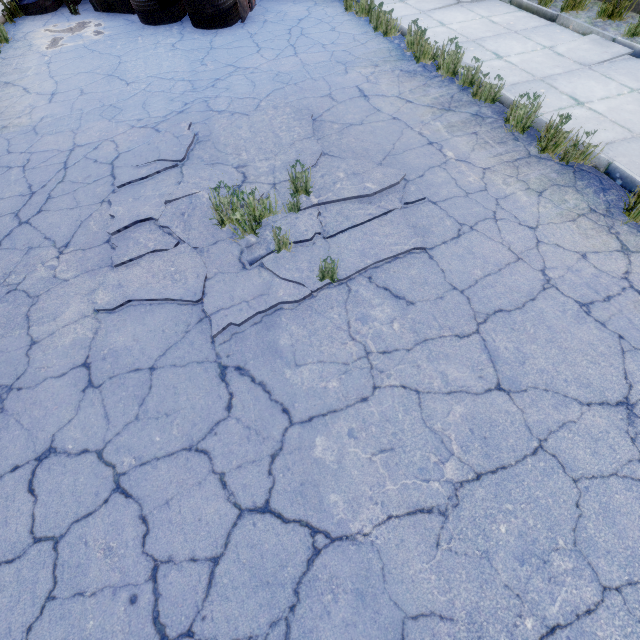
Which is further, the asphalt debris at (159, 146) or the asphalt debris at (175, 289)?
the asphalt debris at (159, 146)

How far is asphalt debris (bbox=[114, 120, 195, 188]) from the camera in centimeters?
439cm

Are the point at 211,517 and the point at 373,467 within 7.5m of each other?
yes

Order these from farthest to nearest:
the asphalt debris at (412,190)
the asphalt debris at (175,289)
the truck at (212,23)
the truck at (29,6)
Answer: the truck at (29,6) < the truck at (212,23) < the asphalt debris at (412,190) < the asphalt debris at (175,289)

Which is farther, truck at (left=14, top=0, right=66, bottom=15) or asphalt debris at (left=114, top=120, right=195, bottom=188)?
truck at (left=14, top=0, right=66, bottom=15)

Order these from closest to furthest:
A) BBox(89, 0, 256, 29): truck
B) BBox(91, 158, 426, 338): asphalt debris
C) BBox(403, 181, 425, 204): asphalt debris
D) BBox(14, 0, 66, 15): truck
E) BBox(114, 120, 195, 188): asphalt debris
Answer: BBox(91, 158, 426, 338): asphalt debris < BBox(403, 181, 425, 204): asphalt debris < BBox(114, 120, 195, 188): asphalt debris < BBox(89, 0, 256, 29): truck < BBox(14, 0, 66, 15): truck
